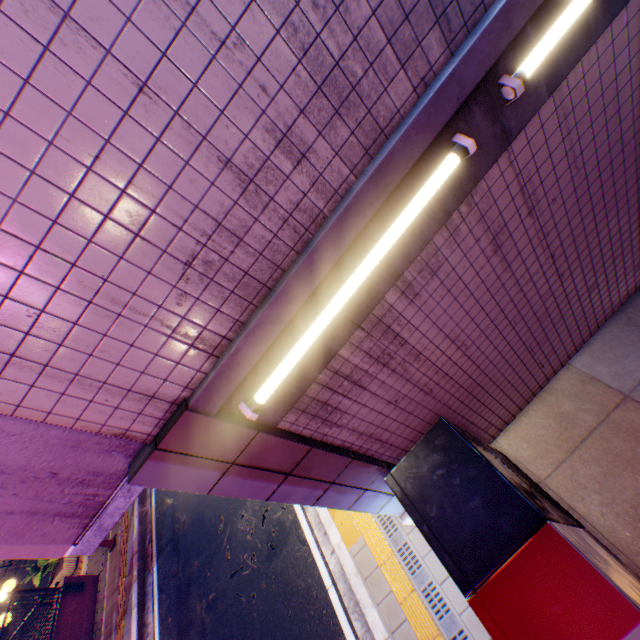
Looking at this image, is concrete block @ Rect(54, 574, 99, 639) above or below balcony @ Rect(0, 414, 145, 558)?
below

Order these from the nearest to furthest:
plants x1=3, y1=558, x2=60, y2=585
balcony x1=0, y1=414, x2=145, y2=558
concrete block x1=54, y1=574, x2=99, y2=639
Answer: balcony x1=0, y1=414, x2=145, y2=558 < concrete block x1=54, y1=574, x2=99, y2=639 < plants x1=3, y1=558, x2=60, y2=585

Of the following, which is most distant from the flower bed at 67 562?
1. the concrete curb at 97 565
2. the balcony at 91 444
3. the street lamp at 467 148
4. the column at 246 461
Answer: the street lamp at 467 148

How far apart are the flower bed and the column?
12.7 meters

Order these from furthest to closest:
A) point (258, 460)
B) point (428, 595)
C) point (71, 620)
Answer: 1. point (71, 620)
2. point (428, 595)
3. point (258, 460)

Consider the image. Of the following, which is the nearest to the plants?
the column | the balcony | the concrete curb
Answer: the concrete curb

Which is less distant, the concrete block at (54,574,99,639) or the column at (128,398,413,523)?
the column at (128,398,413,523)

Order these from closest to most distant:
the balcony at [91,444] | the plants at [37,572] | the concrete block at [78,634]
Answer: the balcony at [91,444]
the concrete block at [78,634]
the plants at [37,572]
